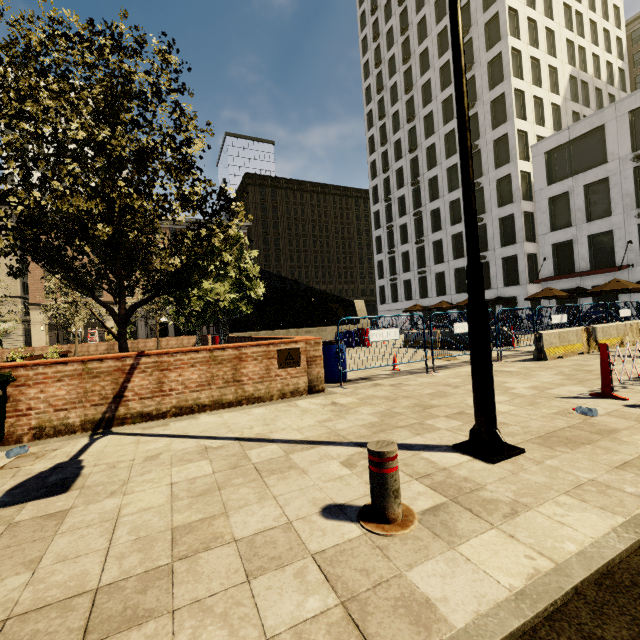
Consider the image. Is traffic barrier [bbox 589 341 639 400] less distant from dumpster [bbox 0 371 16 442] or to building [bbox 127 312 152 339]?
dumpster [bbox 0 371 16 442]

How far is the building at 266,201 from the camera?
56.9 meters

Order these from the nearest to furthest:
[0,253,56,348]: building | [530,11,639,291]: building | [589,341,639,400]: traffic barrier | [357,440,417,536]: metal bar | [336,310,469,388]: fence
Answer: [357,440,417,536]: metal bar
[589,341,639,400]: traffic barrier
[336,310,469,388]: fence
[530,11,639,291]: building
[0,253,56,348]: building

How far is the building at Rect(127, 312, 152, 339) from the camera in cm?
4834

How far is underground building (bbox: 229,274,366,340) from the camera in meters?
21.9

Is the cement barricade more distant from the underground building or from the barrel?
the underground building

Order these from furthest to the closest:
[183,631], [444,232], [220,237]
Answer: [444,232] < [220,237] < [183,631]

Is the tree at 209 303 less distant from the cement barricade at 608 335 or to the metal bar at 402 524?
the metal bar at 402 524
